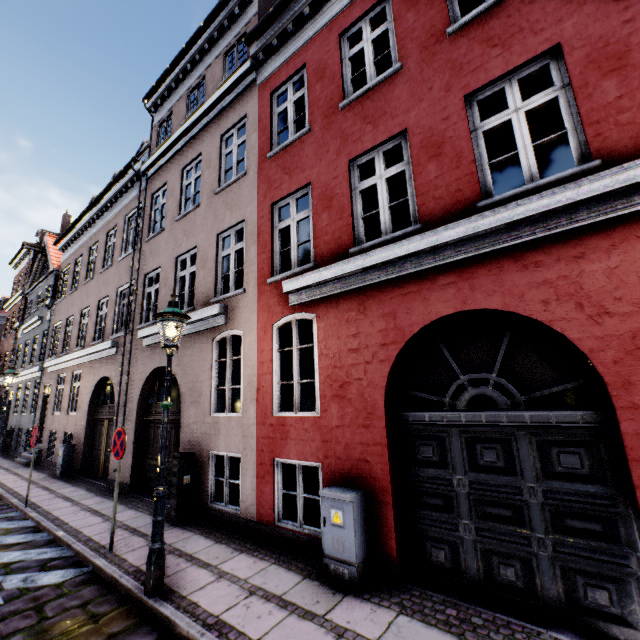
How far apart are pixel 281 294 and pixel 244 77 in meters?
6.2 m

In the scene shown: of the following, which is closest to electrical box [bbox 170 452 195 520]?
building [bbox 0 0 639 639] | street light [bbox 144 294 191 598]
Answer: building [bbox 0 0 639 639]

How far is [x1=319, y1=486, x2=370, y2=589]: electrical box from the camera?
4.1 meters

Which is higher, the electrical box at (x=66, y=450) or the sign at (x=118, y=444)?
the sign at (x=118, y=444)

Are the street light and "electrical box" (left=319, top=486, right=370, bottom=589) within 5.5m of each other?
yes

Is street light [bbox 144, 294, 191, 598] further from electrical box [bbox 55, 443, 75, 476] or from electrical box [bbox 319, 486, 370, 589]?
electrical box [bbox 55, 443, 75, 476]

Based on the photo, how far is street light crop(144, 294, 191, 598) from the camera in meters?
4.1

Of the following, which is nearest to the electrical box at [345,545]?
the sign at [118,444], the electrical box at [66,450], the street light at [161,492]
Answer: the street light at [161,492]
